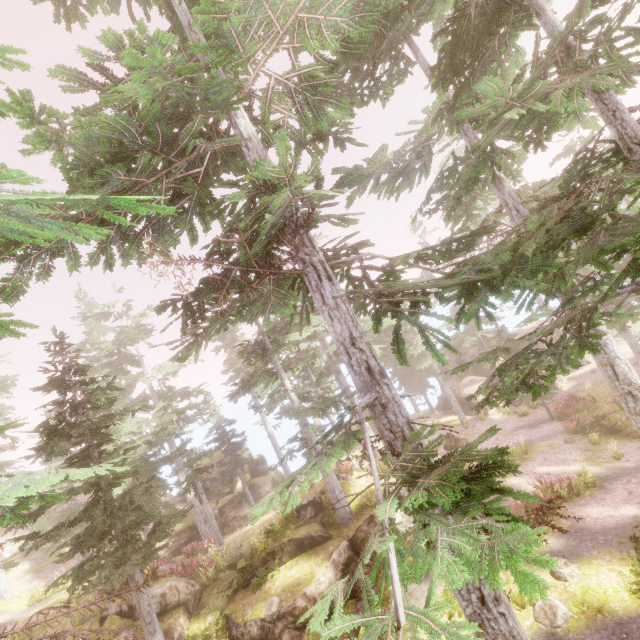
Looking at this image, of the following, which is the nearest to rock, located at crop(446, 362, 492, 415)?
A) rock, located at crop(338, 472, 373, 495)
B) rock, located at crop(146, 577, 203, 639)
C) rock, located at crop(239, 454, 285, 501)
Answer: rock, located at crop(338, 472, 373, 495)

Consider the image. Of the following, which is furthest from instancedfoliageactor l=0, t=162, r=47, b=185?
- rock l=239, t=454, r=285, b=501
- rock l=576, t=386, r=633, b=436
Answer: rock l=576, t=386, r=633, b=436

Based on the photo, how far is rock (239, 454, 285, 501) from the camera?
33.59m

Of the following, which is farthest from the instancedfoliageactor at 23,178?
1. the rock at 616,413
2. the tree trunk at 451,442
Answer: the tree trunk at 451,442

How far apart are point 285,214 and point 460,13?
5.83m

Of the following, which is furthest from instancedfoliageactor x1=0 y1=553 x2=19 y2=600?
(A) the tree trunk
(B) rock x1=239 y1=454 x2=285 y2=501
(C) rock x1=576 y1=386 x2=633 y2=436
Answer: (A) the tree trunk

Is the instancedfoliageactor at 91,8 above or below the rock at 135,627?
above

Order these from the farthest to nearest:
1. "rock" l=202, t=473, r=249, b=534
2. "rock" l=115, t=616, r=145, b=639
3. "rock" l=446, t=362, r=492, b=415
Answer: "rock" l=446, t=362, r=492, b=415 < "rock" l=202, t=473, r=249, b=534 < "rock" l=115, t=616, r=145, b=639
